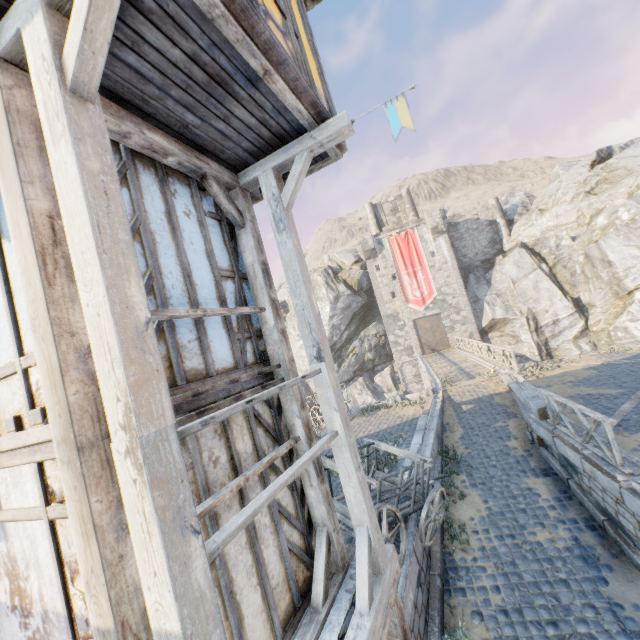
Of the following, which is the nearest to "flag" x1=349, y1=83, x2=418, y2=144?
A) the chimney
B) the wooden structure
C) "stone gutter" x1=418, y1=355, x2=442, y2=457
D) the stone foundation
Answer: the wooden structure

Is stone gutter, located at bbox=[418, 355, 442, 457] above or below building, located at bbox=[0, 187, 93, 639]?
below

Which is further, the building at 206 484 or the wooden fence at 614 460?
the wooden fence at 614 460

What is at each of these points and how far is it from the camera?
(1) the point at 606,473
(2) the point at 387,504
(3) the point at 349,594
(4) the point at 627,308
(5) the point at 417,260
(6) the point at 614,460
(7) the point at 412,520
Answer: (1) stone blocks, 6.6m
(2) wagon, 5.7m
(3) stone foundation, 4.0m
(4) rock, 24.4m
(5) flag, 34.7m
(6) wooden fence, 6.4m
(7) stone gutter, 6.7m

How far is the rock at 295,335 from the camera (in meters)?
38.53

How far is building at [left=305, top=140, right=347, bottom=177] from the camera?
4.9m

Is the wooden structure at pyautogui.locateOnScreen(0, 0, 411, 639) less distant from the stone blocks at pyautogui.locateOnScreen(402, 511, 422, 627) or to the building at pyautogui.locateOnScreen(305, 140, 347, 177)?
the building at pyautogui.locateOnScreen(305, 140, 347, 177)

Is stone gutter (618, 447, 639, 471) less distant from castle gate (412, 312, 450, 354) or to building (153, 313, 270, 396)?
building (153, 313, 270, 396)
